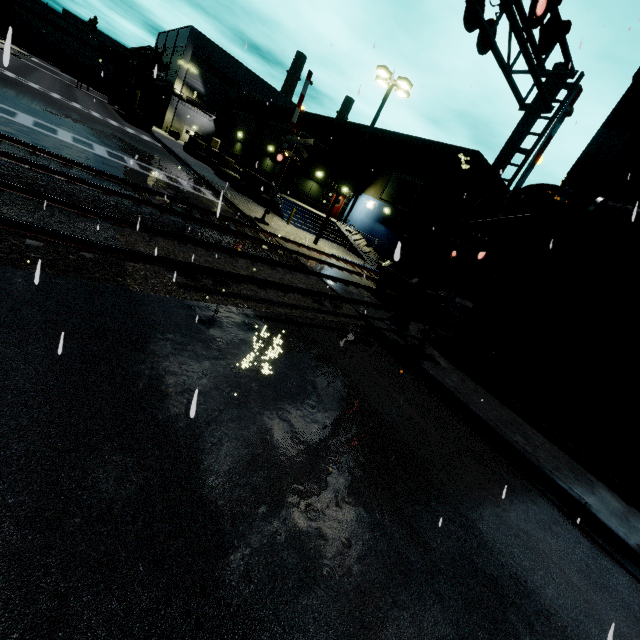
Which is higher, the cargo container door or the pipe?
the pipe

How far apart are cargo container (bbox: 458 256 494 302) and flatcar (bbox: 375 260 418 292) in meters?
0.0

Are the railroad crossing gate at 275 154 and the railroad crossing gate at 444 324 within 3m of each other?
no

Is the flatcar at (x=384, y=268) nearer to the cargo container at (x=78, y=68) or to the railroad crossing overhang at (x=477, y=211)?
the railroad crossing overhang at (x=477, y=211)

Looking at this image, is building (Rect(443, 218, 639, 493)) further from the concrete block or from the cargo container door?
the cargo container door

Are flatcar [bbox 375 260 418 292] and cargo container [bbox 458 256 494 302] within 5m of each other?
yes

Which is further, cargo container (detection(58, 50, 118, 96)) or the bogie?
cargo container (detection(58, 50, 118, 96))

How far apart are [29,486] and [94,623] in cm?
121
